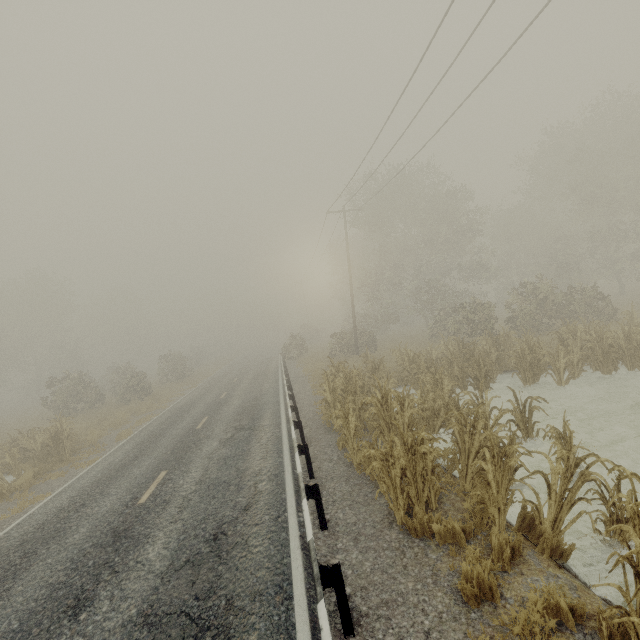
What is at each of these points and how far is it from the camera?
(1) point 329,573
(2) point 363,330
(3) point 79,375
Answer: (1) guardrail, 3.81m
(2) tree, 26.72m
(3) tree, 25.72m

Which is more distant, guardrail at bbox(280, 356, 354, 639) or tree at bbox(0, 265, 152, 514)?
tree at bbox(0, 265, 152, 514)

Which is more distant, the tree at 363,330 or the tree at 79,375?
the tree at 79,375

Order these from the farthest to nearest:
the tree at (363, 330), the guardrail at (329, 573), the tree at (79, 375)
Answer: the tree at (79, 375), the tree at (363, 330), the guardrail at (329, 573)

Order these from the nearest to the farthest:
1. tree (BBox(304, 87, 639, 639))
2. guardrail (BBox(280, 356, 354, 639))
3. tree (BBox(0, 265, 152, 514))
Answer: guardrail (BBox(280, 356, 354, 639)) → tree (BBox(304, 87, 639, 639)) → tree (BBox(0, 265, 152, 514))

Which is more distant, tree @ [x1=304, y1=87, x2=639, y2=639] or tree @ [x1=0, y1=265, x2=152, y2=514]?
tree @ [x1=0, y1=265, x2=152, y2=514]
